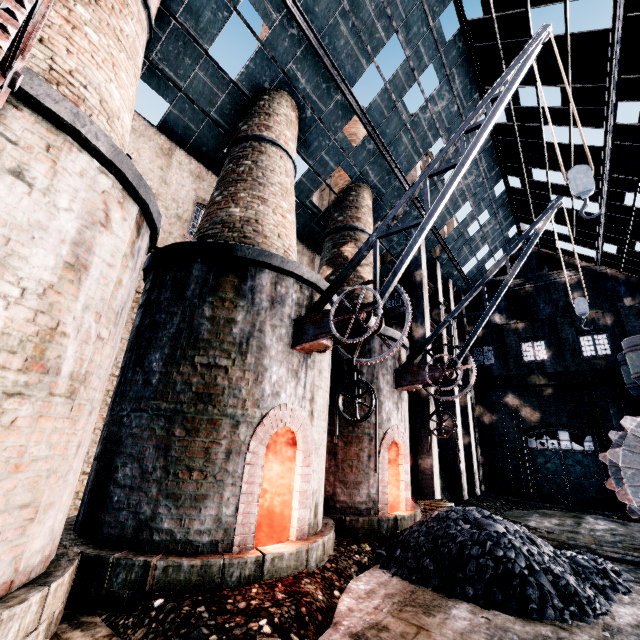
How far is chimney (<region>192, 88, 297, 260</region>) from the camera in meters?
9.9

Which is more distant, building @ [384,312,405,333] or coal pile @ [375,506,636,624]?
building @ [384,312,405,333]

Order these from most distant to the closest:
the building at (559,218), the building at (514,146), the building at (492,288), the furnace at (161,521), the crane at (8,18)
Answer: the building at (492,288), the building at (559,218), the building at (514,146), the furnace at (161,521), the crane at (8,18)

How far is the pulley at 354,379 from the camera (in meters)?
6.92

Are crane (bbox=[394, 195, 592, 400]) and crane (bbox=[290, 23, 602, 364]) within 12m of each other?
yes

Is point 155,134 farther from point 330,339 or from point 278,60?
point 330,339

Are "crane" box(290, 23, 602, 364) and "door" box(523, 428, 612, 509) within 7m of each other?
no

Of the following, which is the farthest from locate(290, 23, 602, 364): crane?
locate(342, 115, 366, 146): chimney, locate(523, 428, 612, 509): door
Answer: locate(523, 428, 612, 509): door
